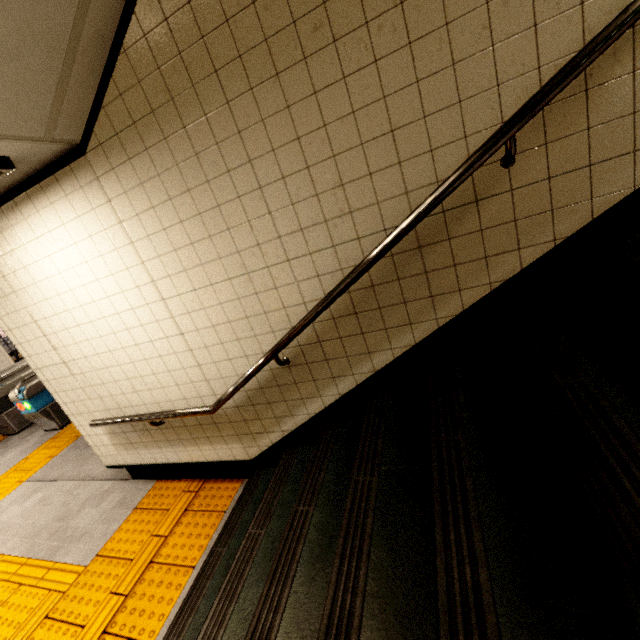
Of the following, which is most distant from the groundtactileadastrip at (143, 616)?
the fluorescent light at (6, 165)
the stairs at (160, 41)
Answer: the fluorescent light at (6, 165)

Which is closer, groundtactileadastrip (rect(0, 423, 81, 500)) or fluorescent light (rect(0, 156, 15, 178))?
Result: fluorescent light (rect(0, 156, 15, 178))

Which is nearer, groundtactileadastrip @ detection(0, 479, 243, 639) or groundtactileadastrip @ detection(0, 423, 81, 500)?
groundtactileadastrip @ detection(0, 479, 243, 639)

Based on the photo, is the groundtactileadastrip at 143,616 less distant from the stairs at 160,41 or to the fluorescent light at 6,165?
the stairs at 160,41

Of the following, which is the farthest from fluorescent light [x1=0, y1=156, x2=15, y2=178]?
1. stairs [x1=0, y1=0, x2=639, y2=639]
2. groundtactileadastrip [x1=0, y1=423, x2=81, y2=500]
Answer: groundtactileadastrip [x1=0, y1=423, x2=81, y2=500]

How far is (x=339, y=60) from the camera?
1.46m
